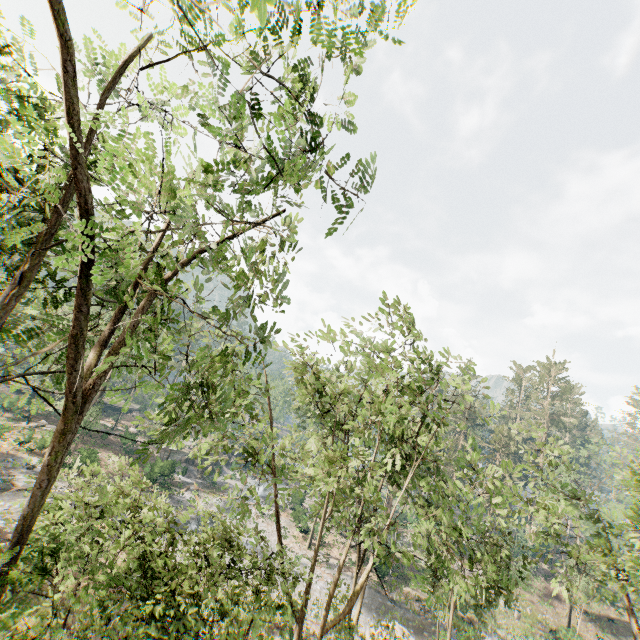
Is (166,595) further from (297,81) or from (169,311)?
(297,81)
